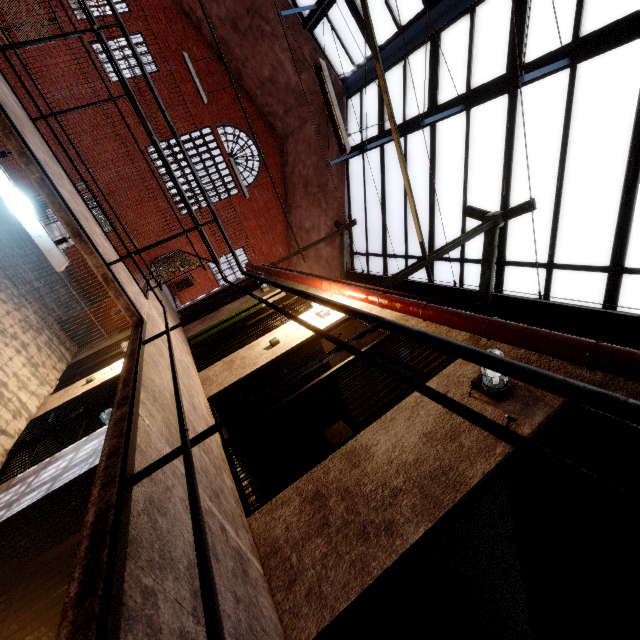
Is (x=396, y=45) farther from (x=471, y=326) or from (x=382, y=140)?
(x=471, y=326)

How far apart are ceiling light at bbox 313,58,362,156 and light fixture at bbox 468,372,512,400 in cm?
365

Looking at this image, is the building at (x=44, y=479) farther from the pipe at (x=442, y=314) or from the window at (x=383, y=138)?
the window at (x=383, y=138)

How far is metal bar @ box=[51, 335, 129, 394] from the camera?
7.3 meters

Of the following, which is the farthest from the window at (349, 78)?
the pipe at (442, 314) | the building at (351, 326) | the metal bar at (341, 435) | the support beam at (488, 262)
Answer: the metal bar at (341, 435)

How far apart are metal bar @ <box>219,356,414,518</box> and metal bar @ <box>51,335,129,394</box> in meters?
4.0 m

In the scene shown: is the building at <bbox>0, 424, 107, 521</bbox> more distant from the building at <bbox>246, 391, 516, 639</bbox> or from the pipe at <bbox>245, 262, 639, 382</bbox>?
the pipe at <bbox>245, 262, 639, 382</bbox>

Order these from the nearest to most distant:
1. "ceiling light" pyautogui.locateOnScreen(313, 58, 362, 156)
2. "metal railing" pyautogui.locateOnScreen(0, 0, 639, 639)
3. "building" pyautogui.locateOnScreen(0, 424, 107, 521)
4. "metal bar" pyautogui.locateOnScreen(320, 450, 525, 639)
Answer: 1. "metal railing" pyautogui.locateOnScreen(0, 0, 639, 639)
2. "metal bar" pyautogui.locateOnScreen(320, 450, 525, 639)
3. "building" pyautogui.locateOnScreen(0, 424, 107, 521)
4. "ceiling light" pyautogui.locateOnScreen(313, 58, 362, 156)
